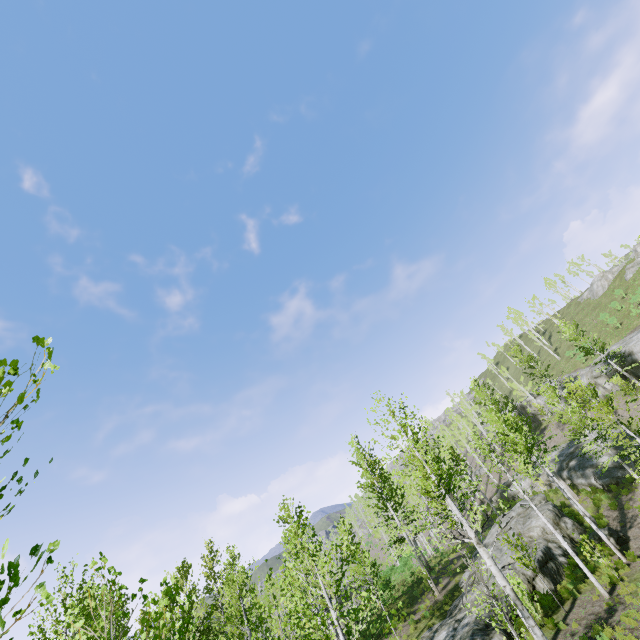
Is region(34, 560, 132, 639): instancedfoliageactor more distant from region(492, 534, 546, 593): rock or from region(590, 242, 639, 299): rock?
region(590, 242, 639, 299): rock

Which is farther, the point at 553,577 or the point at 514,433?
the point at 514,433

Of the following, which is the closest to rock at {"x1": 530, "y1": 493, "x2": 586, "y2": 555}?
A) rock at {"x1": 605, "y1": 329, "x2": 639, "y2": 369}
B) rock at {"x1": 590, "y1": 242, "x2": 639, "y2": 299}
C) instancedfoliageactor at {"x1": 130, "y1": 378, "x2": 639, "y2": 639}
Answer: instancedfoliageactor at {"x1": 130, "y1": 378, "x2": 639, "y2": 639}

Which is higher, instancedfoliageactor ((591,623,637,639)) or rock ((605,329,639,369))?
rock ((605,329,639,369))

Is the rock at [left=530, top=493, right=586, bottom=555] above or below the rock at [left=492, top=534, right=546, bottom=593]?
above

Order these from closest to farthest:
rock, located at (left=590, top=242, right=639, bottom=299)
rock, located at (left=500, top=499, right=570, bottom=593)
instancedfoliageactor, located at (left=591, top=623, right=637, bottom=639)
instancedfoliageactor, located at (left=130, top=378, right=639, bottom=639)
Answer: instancedfoliageactor, located at (left=130, top=378, right=639, bottom=639), instancedfoliageactor, located at (left=591, top=623, right=637, bottom=639), rock, located at (left=500, top=499, right=570, bottom=593), rock, located at (left=590, top=242, right=639, bottom=299)

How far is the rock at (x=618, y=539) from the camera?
18.8 meters

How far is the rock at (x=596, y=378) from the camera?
34.2 meters
